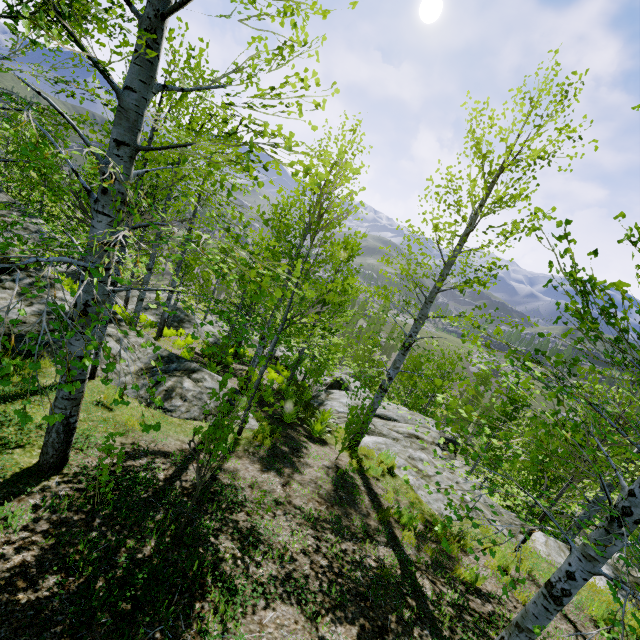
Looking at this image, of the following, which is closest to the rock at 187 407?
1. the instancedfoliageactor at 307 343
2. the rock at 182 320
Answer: the instancedfoliageactor at 307 343

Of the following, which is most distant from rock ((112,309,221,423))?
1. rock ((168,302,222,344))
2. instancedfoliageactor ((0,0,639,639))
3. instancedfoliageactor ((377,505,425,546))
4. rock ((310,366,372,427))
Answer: rock ((168,302,222,344))

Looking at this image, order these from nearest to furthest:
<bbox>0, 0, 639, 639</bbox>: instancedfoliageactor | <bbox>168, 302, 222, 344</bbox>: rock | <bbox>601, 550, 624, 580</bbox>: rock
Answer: <bbox>0, 0, 639, 639</bbox>: instancedfoliageactor < <bbox>601, 550, 624, 580</bbox>: rock < <bbox>168, 302, 222, 344</bbox>: rock

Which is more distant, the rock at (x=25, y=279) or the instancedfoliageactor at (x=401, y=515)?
the rock at (x=25, y=279)

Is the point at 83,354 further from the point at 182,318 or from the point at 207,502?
the point at 182,318

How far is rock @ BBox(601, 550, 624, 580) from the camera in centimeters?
761cm

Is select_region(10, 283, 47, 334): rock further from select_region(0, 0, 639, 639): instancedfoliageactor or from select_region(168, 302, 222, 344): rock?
select_region(168, 302, 222, 344): rock

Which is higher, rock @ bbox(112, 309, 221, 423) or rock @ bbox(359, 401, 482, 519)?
rock @ bbox(112, 309, 221, 423)
